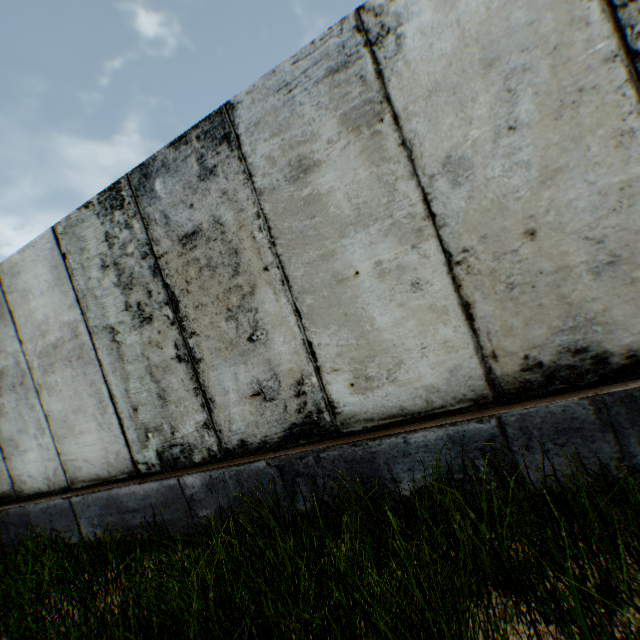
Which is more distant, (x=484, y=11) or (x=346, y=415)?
(x=346, y=415)
